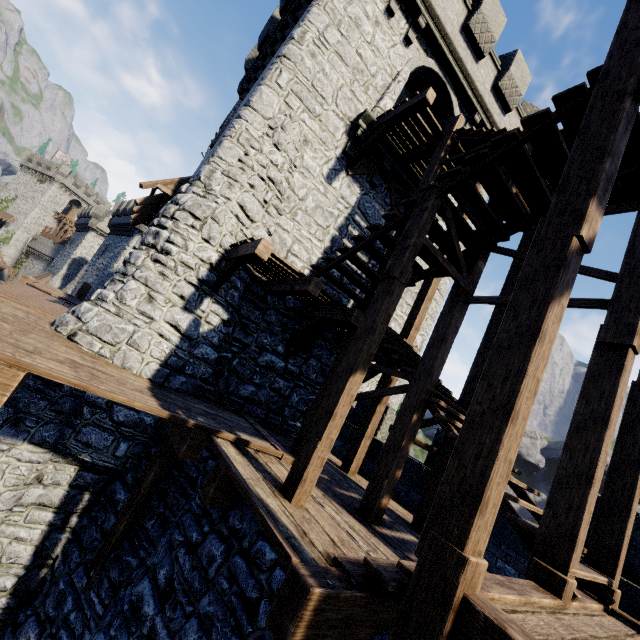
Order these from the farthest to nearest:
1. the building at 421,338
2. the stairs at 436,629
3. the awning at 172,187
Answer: the building at 421,338 < the awning at 172,187 < the stairs at 436,629

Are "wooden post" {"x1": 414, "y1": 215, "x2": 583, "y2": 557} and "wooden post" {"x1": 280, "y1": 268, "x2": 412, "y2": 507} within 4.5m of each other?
yes

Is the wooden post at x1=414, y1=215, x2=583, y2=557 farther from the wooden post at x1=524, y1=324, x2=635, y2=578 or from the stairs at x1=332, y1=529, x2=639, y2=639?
the wooden post at x1=524, y1=324, x2=635, y2=578

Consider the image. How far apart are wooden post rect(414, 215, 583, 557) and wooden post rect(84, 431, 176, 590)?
4.8 meters

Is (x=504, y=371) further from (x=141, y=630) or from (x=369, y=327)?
(x=141, y=630)

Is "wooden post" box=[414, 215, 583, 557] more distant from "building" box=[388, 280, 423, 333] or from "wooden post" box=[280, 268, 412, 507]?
"building" box=[388, 280, 423, 333]

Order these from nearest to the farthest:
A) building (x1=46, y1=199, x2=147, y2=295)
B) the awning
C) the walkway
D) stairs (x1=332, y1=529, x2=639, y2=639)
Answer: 1. stairs (x1=332, y1=529, x2=639, y2=639)
2. the walkway
3. the awning
4. building (x1=46, y1=199, x2=147, y2=295)

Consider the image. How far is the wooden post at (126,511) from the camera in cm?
537
